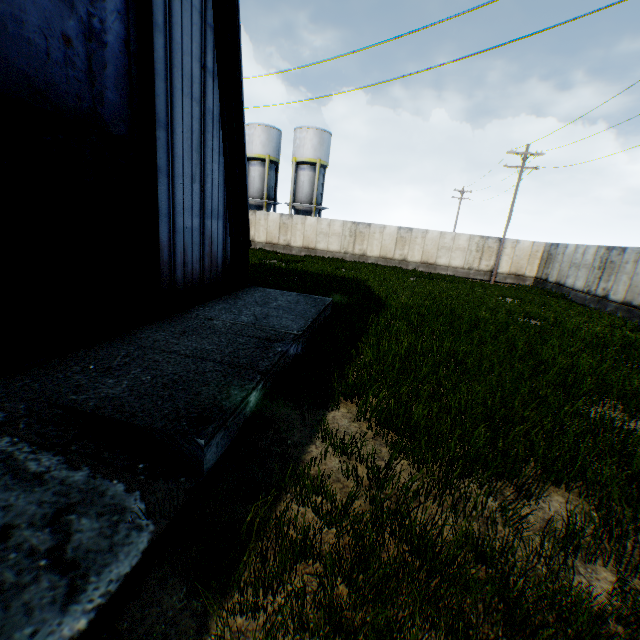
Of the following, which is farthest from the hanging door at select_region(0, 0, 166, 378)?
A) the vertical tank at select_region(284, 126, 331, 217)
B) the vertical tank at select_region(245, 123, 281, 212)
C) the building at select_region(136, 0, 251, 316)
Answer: the vertical tank at select_region(245, 123, 281, 212)

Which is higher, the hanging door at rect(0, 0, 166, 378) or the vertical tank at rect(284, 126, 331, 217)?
the vertical tank at rect(284, 126, 331, 217)

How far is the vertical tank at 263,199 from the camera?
34.4m

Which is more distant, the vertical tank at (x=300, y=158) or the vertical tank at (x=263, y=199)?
the vertical tank at (x=263, y=199)

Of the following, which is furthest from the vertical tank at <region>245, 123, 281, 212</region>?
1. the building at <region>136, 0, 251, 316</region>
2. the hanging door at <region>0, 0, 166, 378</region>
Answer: the hanging door at <region>0, 0, 166, 378</region>

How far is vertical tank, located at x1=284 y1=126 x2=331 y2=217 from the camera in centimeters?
3344cm

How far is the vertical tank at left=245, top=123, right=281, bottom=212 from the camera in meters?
34.4 m

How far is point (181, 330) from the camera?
6.7m
